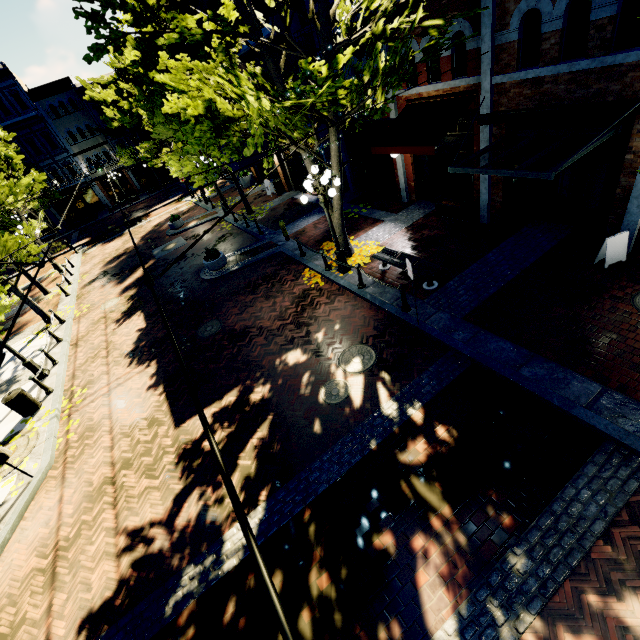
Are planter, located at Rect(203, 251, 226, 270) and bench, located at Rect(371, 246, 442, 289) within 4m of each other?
no

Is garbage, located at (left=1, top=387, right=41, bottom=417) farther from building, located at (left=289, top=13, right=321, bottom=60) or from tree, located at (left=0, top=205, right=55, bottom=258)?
building, located at (left=289, top=13, right=321, bottom=60)

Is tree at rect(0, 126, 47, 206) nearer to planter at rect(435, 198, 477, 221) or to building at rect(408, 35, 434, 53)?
building at rect(408, 35, 434, 53)

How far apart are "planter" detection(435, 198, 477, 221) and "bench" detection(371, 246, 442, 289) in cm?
317

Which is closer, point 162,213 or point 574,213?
point 574,213

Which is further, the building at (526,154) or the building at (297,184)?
the building at (297,184)

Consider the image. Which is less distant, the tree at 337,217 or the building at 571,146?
the building at 571,146

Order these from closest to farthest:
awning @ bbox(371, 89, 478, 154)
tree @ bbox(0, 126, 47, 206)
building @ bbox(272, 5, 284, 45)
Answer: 1. awning @ bbox(371, 89, 478, 154)
2. building @ bbox(272, 5, 284, 45)
3. tree @ bbox(0, 126, 47, 206)
